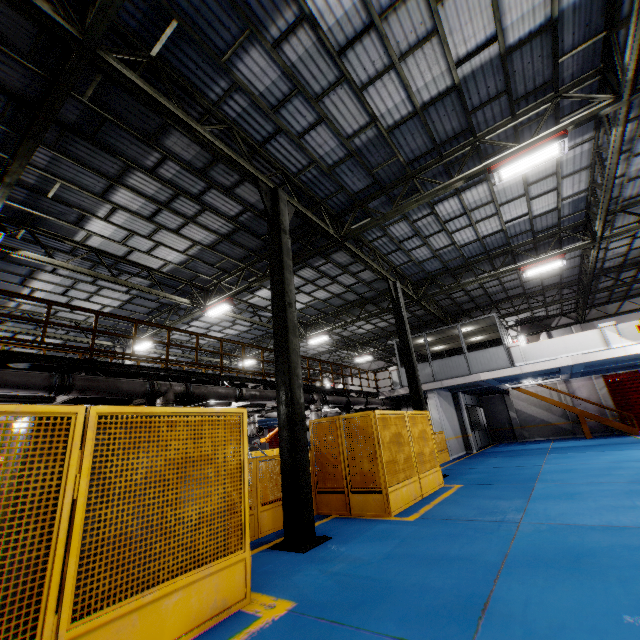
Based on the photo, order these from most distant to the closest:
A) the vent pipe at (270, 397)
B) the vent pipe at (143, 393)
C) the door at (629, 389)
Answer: the door at (629, 389) → the vent pipe at (270, 397) → the vent pipe at (143, 393)

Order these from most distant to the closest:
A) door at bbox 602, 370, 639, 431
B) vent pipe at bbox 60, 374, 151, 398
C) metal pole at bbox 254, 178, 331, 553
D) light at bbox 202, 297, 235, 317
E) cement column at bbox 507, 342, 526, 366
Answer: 1. door at bbox 602, 370, 639, 431
2. cement column at bbox 507, 342, 526, 366
3. light at bbox 202, 297, 235, 317
4. vent pipe at bbox 60, 374, 151, 398
5. metal pole at bbox 254, 178, 331, 553

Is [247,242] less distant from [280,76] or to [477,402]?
[280,76]

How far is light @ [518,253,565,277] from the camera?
13.5m

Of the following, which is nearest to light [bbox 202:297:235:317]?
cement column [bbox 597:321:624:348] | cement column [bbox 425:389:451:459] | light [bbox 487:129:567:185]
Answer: light [bbox 487:129:567:185]

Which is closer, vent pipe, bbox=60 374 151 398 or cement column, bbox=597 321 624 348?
vent pipe, bbox=60 374 151 398

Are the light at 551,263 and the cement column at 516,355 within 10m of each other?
yes

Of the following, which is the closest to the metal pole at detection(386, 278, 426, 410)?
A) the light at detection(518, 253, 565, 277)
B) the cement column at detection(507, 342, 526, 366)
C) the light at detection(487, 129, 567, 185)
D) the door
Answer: the light at detection(518, 253, 565, 277)
